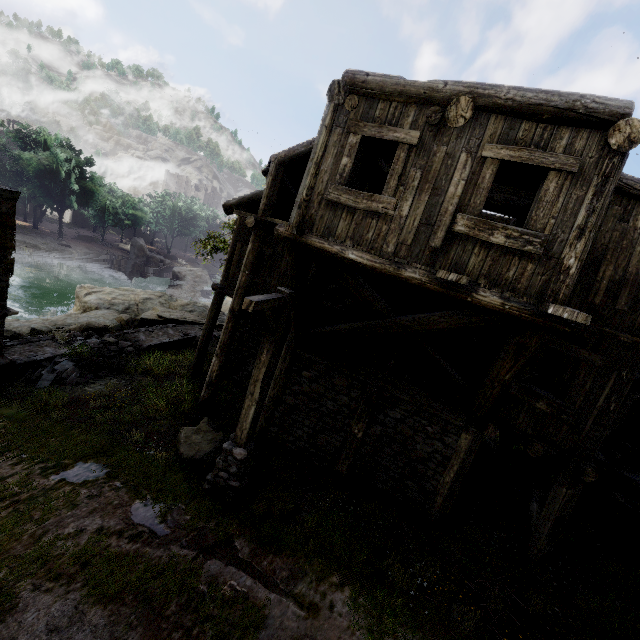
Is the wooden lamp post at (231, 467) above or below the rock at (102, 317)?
above

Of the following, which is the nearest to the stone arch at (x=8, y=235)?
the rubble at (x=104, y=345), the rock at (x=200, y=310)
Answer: the rubble at (x=104, y=345)

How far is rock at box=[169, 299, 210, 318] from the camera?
25.33m

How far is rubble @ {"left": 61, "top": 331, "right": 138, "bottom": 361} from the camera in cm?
1385

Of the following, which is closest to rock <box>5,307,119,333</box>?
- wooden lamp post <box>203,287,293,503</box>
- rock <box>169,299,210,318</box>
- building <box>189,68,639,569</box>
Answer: rock <box>169,299,210,318</box>

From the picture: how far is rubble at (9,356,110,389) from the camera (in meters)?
10.79

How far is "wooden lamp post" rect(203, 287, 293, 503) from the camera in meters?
5.7 m

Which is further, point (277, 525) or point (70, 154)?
point (70, 154)
